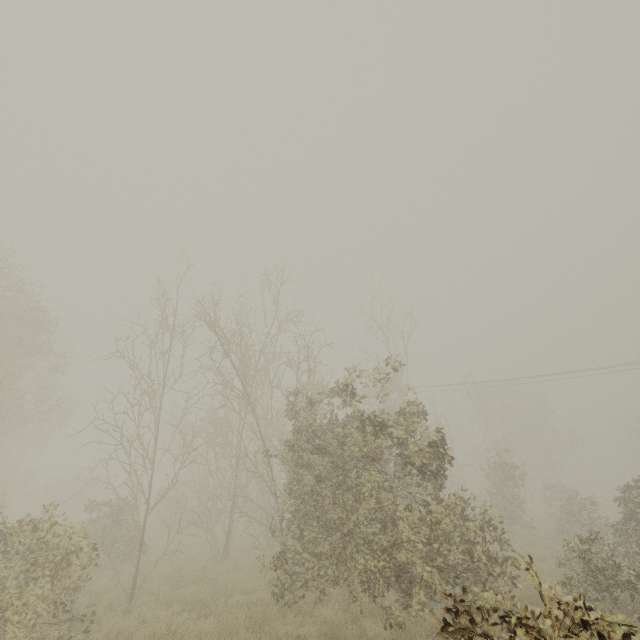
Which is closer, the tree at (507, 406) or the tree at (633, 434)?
the tree at (507, 406)

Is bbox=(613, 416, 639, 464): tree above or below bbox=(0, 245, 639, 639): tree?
above

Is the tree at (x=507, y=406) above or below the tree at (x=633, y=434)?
below

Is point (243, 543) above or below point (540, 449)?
below

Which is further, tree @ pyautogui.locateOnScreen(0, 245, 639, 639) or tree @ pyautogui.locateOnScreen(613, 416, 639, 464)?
tree @ pyautogui.locateOnScreen(613, 416, 639, 464)
